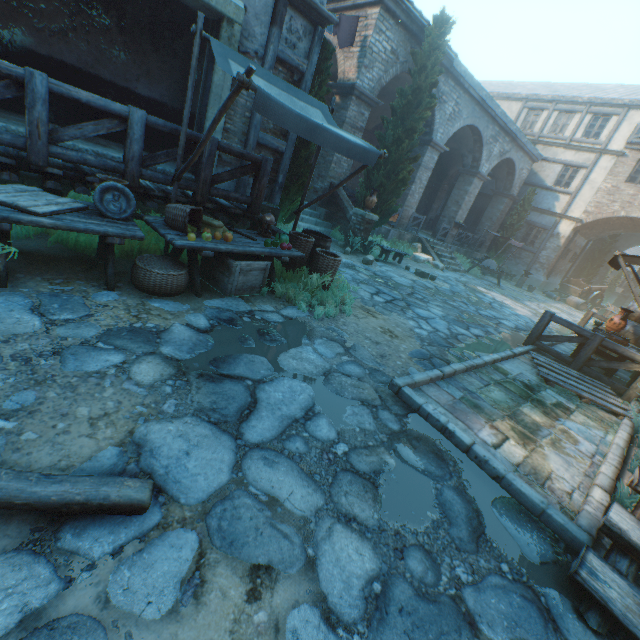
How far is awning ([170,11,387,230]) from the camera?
3.44m

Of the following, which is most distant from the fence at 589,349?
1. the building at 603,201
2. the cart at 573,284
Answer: the cart at 573,284

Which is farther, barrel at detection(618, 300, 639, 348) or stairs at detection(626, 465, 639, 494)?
barrel at detection(618, 300, 639, 348)

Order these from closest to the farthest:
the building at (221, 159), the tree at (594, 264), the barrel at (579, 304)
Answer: the building at (221, 159) → the barrel at (579, 304) → the tree at (594, 264)

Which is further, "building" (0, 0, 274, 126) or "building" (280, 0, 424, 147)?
"building" (280, 0, 424, 147)

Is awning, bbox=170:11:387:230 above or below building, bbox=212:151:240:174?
above

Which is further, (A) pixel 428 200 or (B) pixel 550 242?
(A) pixel 428 200

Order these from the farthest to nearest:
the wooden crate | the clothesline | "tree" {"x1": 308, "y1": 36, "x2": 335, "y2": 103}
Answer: the clothesline, "tree" {"x1": 308, "y1": 36, "x2": 335, "y2": 103}, the wooden crate
